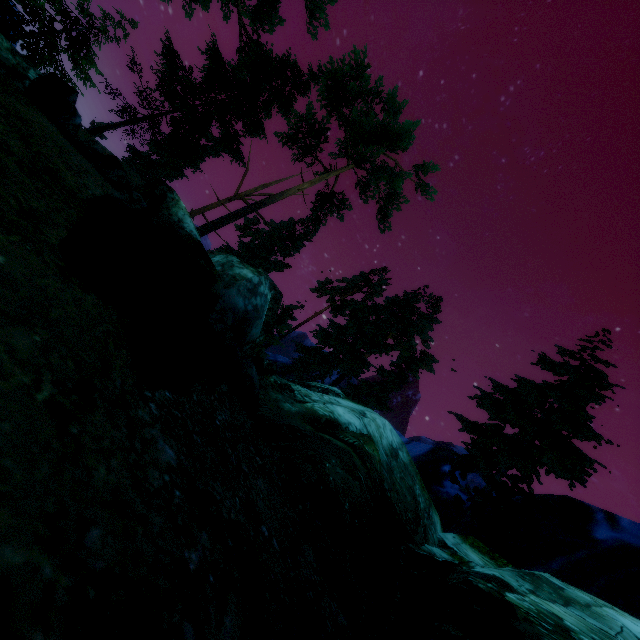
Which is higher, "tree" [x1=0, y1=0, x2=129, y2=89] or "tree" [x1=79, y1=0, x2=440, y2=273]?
"tree" [x1=79, y1=0, x2=440, y2=273]

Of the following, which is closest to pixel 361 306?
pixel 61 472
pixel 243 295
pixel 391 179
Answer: pixel 391 179

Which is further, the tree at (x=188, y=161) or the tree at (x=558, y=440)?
the tree at (x=188, y=161)

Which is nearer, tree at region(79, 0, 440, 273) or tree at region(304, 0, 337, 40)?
tree at region(79, 0, 440, 273)

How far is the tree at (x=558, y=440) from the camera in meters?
13.3 m

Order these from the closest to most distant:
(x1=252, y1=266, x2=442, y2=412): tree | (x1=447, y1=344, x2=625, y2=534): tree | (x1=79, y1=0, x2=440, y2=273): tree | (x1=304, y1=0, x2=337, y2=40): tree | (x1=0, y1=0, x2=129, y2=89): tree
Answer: (x1=447, y1=344, x2=625, y2=534): tree < (x1=0, y1=0, x2=129, y2=89): tree < (x1=79, y1=0, x2=440, y2=273): tree < (x1=252, y1=266, x2=442, y2=412): tree < (x1=304, y1=0, x2=337, y2=40): tree

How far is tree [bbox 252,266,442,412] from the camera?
24.5 meters
